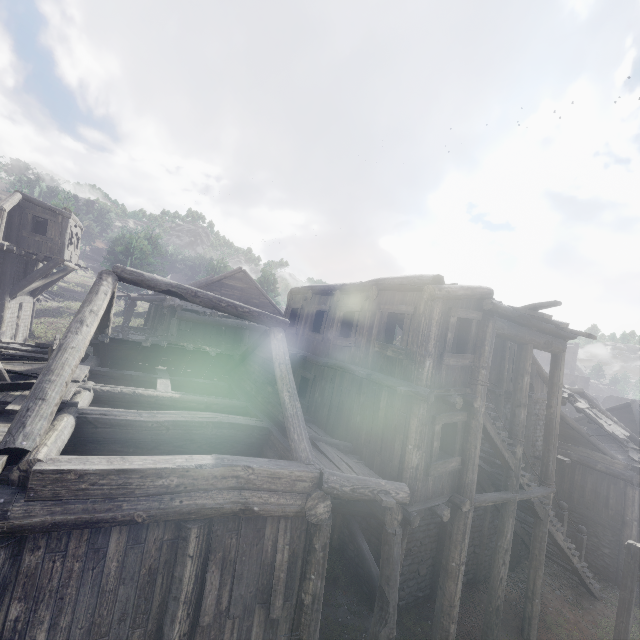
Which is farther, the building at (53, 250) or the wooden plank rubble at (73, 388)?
the building at (53, 250)

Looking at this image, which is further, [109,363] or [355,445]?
[109,363]

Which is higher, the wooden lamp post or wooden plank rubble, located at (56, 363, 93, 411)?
wooden plank rubble, located at (56, 363, 93, 411)

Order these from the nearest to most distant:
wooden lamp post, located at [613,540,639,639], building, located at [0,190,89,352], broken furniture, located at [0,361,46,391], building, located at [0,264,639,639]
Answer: building, located at [0,264,639,639]
broken furniture, located at [0,361,46,391]
wooden lamp post, located at [613,540,639,639]
building, located at [0,190,89,352]

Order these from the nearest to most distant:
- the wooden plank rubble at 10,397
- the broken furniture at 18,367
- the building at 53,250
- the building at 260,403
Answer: the building at 260,403 < the wooden plank rubble at 10,397 < the broken furniture at 18,367 < the building at 53,250

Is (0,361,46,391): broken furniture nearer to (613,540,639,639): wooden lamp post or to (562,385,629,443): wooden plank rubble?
(613,540,639,639): wooden lamp post

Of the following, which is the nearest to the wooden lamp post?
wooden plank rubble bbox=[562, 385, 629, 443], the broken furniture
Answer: wooden plank rubble bbox=[562, 385, 629, 443]

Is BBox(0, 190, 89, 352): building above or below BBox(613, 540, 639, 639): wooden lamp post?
above
